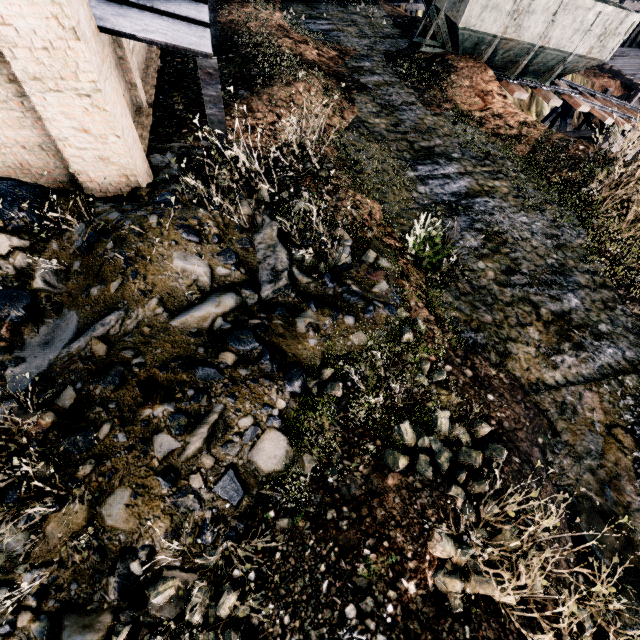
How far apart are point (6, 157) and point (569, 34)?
20.47m

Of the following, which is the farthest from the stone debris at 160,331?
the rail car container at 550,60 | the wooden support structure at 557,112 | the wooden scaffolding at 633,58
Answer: the wooden scaffolding at 633,58

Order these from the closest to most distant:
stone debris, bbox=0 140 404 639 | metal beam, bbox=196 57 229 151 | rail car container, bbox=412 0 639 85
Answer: stone debris, bbox=0 140 404 639, metal beam, bbox=196 57 229 151, rail car container, bbox=412 0 639 85

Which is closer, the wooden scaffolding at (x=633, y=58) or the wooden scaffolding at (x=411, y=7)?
the wooden scaffolding at (x=411, y=7)

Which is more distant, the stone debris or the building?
the building

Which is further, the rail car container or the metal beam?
the rail car container

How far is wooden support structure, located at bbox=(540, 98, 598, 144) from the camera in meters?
20.0

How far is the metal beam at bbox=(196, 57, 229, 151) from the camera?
6.1 meters
